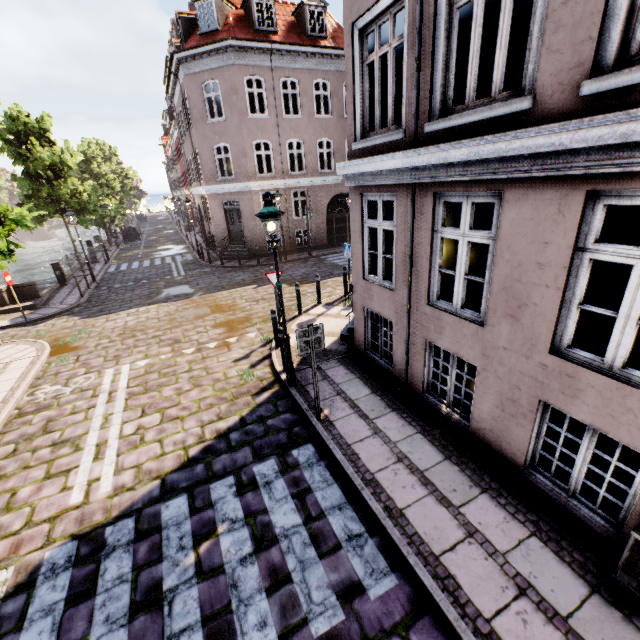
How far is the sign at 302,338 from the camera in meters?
5.3 m

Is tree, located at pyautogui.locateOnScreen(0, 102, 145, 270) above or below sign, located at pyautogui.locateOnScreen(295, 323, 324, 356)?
above

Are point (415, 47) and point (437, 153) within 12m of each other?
yes

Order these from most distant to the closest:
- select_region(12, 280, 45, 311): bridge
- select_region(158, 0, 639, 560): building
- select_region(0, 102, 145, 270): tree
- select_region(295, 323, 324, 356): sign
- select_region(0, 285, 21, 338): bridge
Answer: select_region(12, 280, 45, 311): bridge < select_region(0, 285, 21, 338): bridge < select_region(0, 102, 145, 270): tree < select_region(295, 323, 324, 356): sign < select_region(158, 0, 639, 560): building

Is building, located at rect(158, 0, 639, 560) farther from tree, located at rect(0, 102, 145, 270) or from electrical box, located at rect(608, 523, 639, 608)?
tree, located at rect(0, 102, 145, 270)

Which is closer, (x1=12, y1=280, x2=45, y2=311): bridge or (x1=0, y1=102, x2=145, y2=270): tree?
(x1=0, y1=102, x2=145, y2=270): tree

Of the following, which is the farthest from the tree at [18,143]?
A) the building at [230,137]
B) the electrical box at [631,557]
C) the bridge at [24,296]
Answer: the electrical box at [631,557]

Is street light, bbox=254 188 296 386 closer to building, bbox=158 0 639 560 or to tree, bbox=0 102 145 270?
tree, bbox=0 102 145 270
